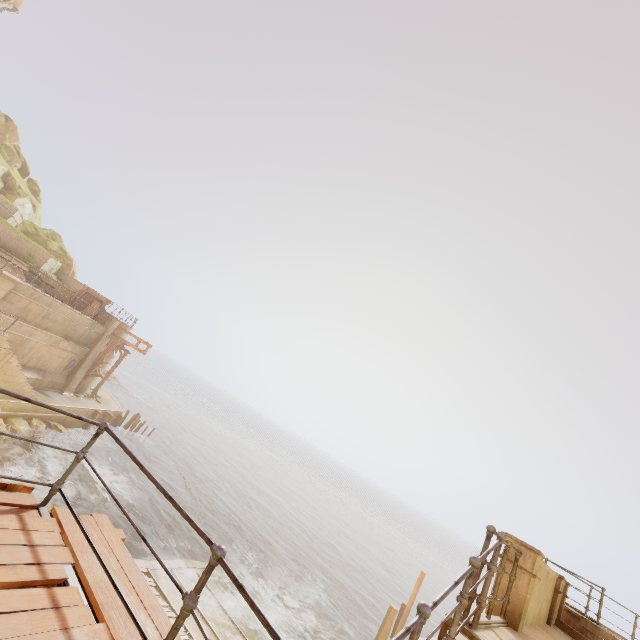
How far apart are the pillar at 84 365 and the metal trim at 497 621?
30.6m

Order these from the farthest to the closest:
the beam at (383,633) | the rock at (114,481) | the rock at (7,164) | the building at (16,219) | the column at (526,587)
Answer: the rock at (7,164)
the building at (16,219)
the rock at (114,481)
the beam at (383,633)
the column at (526,587)

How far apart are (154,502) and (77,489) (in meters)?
6.59

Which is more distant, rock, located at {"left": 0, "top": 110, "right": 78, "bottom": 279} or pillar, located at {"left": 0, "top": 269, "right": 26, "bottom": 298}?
rock, located at {"left": 0, "top": 110, "right": 78, "bottom": 279}

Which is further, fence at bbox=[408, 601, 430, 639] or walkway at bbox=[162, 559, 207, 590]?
walkway at bbox=[162, 559, 207, 590]

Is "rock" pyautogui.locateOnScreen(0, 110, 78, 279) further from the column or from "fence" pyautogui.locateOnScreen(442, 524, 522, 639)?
the column

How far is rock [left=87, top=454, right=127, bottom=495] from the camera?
20.5m

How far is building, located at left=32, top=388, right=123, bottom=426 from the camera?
22.6 meters
